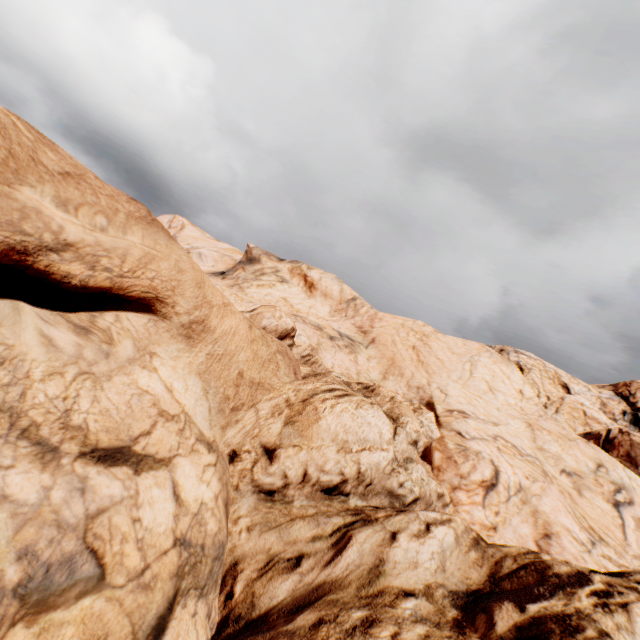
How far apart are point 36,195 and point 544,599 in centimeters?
1221cm
